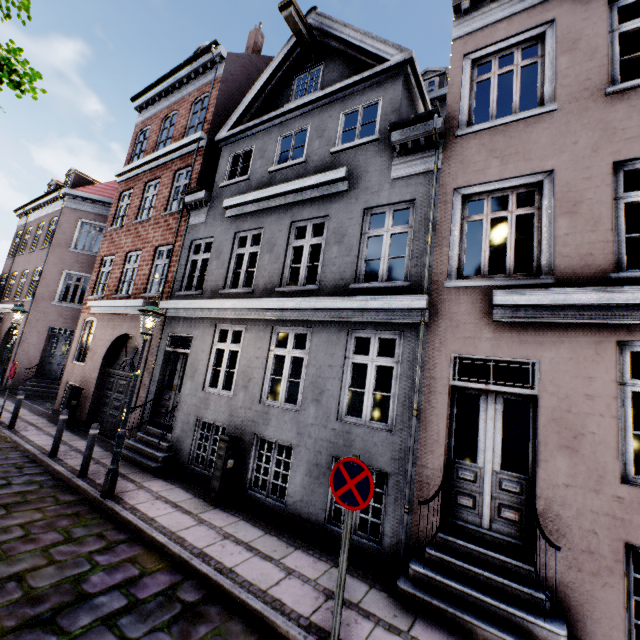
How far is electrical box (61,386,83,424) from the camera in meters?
11.1

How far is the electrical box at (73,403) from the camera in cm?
1113

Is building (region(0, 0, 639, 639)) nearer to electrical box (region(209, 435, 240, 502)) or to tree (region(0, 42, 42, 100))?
electrical box (region(209, 435, 240, 502))

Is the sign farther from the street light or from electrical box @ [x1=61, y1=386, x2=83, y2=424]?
electrical box @ [x1=61, y1=386, x2=83, y2=424]

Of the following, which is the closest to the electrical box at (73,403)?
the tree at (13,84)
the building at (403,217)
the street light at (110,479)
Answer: the building at (403,217)

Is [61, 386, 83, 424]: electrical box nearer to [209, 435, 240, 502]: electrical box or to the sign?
[209, 435, 240, 502]: electrical box

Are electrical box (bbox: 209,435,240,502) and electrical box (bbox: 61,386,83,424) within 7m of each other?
no

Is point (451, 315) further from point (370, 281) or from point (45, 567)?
point (370, 281)
